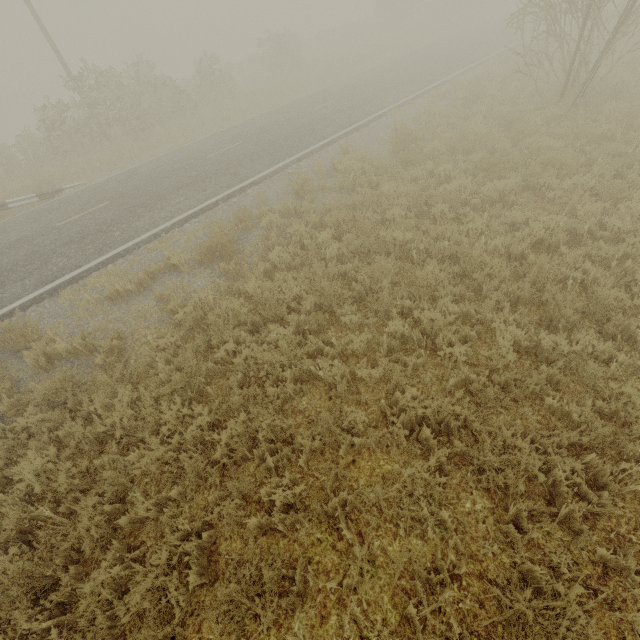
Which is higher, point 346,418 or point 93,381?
point 346,418
